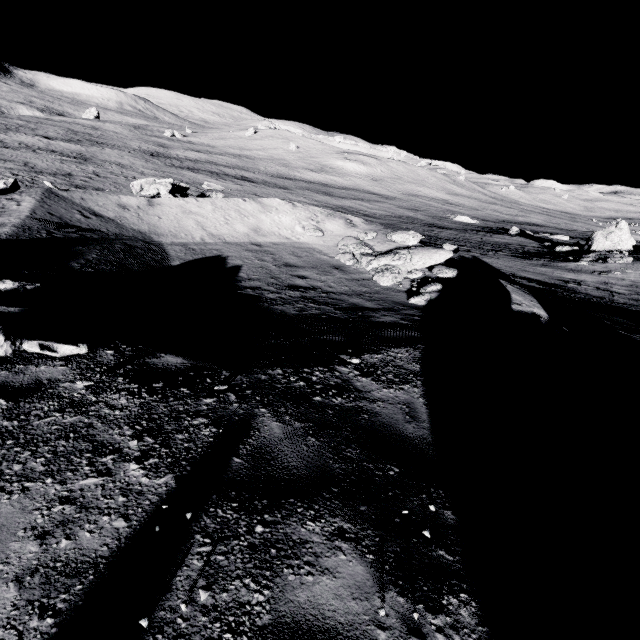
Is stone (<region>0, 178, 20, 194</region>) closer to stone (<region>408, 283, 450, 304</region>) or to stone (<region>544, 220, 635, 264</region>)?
stone (<region>408, 283, 450, 304</region>)

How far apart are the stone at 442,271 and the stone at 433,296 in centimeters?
85cm

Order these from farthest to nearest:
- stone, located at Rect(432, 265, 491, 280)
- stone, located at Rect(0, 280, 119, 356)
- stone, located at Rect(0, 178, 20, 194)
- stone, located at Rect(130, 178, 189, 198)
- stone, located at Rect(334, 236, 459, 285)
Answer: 1. stone, located at Rect(130, 178, 189, 198)
2. stone, located at Rect(0, 178, 20, 194)
3. stone, located at Rect(334, 236, 459, 285)
4. stone, located at Rect(432, 265, 491, 280)
5. stone, located at Rect(0, 280, 119, 356)

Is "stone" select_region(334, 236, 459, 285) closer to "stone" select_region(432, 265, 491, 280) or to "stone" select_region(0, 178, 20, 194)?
"stone" select_region(432, 265, 491, 280)

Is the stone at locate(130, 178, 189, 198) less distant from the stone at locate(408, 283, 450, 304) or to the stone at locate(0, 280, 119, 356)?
the stone at locate(0, 280, 119, 356)

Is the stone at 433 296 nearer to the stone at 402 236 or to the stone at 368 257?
the stone at 368 257

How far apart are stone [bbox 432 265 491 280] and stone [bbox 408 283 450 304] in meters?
0.9 m

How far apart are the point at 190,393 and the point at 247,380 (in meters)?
0.70
